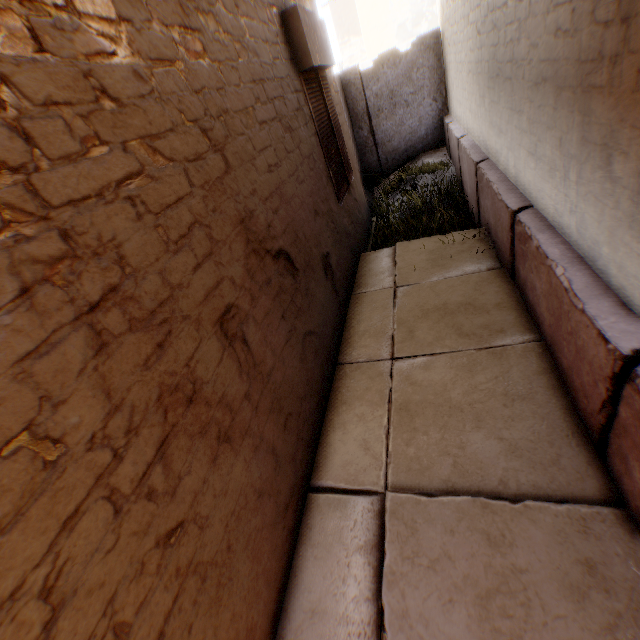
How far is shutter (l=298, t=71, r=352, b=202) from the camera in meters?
4.1 m

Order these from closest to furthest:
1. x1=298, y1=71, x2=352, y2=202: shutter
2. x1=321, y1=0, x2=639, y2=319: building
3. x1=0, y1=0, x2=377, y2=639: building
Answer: x1=0, y1=0, x2=377, y2=639: building, x1=321, y1=0, x2=639, y2=319: building, x1=298, y1=71, x2=352, y2=202: shutter

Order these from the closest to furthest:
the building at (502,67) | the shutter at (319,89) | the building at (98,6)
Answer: the building at (98,6), the building at (502,67), the shutter at (319,89)

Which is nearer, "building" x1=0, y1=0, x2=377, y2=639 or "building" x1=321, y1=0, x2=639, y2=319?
"building" x1=0, y1=0, x2=377, y2=639

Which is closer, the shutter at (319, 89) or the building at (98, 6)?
the building at (98, 6)

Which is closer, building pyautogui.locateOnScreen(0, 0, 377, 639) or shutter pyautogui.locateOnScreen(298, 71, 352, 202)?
building pyautogui.locateOnScreen(0, 0, 377, 639)

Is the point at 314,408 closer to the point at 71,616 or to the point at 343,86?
the point at 71,616
